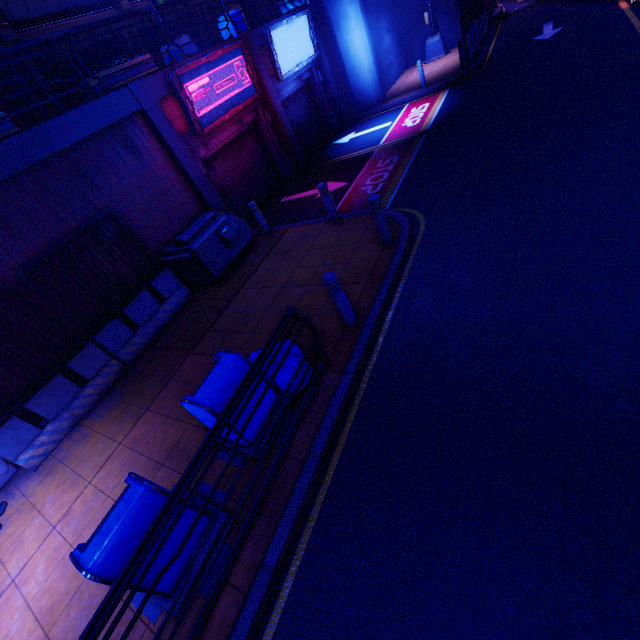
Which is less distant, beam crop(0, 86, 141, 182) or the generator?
beam crop(0, 86, 141, 182)

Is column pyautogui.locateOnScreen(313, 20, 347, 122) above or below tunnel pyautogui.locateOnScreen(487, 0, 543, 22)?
above

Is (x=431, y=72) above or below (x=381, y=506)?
above

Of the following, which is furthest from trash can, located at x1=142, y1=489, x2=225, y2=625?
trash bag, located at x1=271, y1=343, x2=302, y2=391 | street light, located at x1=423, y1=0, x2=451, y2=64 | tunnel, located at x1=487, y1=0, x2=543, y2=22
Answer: tunnel, located at x1=487, y1=0, x2=543, y2=22

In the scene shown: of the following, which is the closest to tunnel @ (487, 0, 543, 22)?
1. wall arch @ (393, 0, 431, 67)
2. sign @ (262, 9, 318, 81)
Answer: Result: wall arch @ (393, 0, 431, 67)

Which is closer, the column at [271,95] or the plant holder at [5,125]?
the plant holder at [5,125]

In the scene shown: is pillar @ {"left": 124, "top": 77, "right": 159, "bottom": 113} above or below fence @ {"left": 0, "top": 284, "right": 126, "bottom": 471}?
above

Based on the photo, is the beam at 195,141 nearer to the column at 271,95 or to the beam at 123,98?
the column at 271,95
